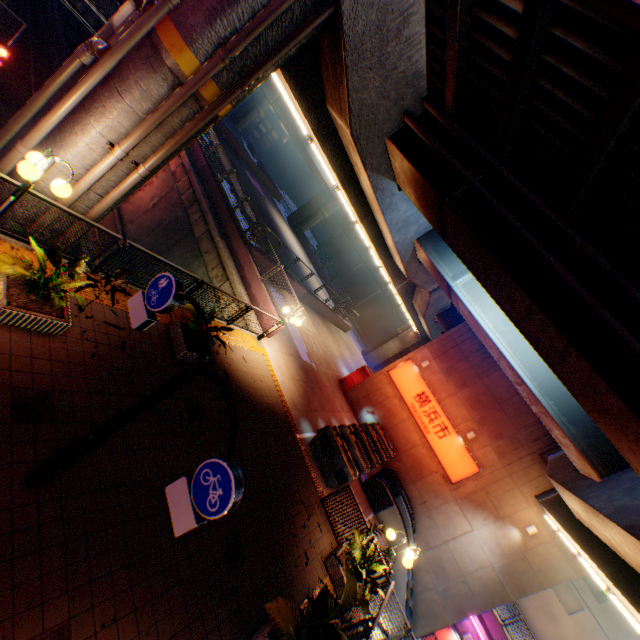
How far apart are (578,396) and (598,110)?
5.28m

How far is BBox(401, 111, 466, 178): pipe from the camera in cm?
694

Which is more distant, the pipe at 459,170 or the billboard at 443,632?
the billboard at 443,632

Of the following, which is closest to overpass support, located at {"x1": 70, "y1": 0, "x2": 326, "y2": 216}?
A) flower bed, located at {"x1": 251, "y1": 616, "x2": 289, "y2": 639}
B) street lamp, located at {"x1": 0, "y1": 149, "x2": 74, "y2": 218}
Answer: street lamp, located at {"x1": 0, "y1": 149, "x2": 74, "y2": 218}

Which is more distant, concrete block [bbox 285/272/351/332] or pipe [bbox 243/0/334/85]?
concrete block [bbox 285/272/351/332]

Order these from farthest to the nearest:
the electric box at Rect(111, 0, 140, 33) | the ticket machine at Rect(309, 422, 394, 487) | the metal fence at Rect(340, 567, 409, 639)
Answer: the ticket machine at Rect(309, 422, 394, 487), the metal fence at Rect(340, 567, 409, 639), the electric box at Rect(111, 0, 140, 33)

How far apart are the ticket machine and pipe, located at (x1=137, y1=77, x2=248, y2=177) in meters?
11.2

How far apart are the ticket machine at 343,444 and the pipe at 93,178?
11.64m
